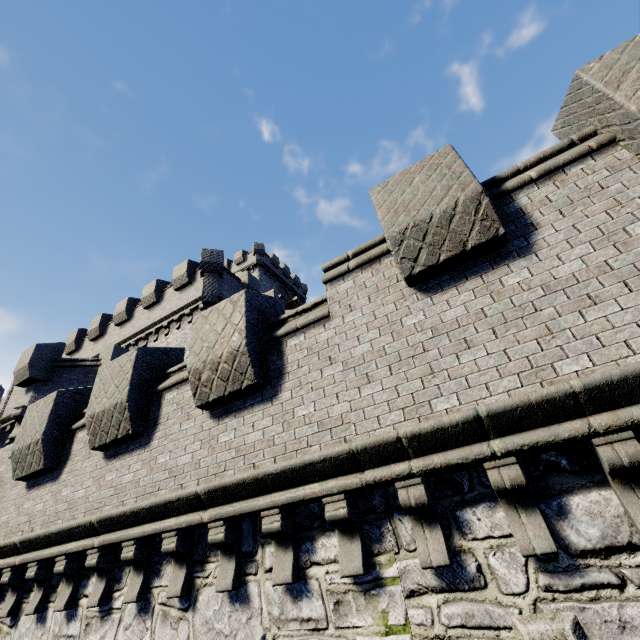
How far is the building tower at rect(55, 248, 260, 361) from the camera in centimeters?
1914cm

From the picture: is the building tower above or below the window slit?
above

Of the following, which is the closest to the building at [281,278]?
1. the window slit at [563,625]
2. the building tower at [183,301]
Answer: the building tower at [183,301]

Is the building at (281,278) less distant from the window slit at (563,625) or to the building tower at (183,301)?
the building tower at (183,301)

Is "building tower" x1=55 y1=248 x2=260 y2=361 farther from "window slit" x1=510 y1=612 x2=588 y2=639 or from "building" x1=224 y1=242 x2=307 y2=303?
"window slit" x1=510 y1=612 x2=588 y2=639

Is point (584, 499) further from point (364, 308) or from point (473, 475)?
point (364, 308)

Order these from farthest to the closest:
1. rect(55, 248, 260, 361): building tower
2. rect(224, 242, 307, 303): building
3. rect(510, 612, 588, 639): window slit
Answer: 1. rect(224, 242, 307, 303): building
2. rect(55, 248, 260, 361): building tower
3. rect(510, 612, 588, 639): window slit

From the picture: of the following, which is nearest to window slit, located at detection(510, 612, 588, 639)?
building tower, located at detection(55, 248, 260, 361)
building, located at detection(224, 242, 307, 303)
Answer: building tower, located at detection(55, 248, 260, 361)
